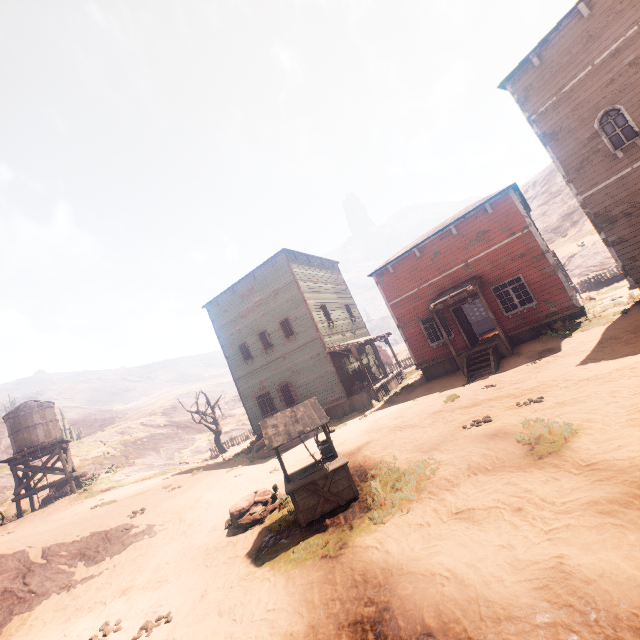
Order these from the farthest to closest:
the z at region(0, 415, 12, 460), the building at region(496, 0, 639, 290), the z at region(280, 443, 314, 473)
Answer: the z at region(0, 415, 12, 460) < the z at region(280, 443, 314, 473) < the building at region(496, 0, 639, 290)

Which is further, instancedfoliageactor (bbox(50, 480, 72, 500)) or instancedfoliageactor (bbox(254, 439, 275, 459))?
instancedfoliageactor (bbox(50, 480, 72, 500))

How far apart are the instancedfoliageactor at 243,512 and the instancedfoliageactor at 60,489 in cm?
2229

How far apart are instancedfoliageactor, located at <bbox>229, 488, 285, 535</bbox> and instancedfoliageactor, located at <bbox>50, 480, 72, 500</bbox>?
22.3m

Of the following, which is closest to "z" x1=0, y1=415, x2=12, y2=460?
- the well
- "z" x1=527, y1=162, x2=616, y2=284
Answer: "z" x1=527, y1=162, x2=616, y2=284

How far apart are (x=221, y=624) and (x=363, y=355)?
19.6 meters

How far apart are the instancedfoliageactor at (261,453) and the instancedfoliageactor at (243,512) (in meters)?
7.42

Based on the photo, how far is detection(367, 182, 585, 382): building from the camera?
14.20m
